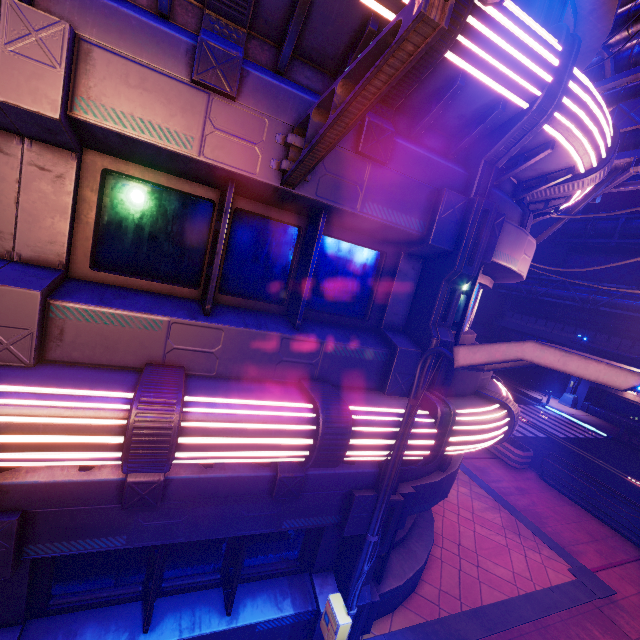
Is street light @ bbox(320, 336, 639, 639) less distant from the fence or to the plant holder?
the plant holder

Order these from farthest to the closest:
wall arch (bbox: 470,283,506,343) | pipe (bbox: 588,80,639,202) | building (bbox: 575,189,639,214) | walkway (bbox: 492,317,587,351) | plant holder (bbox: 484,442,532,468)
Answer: wall arch (bbox: 470,283,506,343) < building (bbox: 575,189,639,214) < walkway (bbox: 492,317,587,351) < plant holder (bbox: 484,442,532,468) < pipe (bbox: 588,80,639,202)

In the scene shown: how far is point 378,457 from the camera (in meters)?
4.12

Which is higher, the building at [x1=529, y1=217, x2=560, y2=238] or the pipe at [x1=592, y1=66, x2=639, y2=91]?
the building at [x1=529, y1=217, x2=560, y2=238]

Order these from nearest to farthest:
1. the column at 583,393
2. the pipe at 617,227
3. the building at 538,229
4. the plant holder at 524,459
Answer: the plant holder at 524,459
the column at 583,393
the pipe at 617,227
the building at 538,229

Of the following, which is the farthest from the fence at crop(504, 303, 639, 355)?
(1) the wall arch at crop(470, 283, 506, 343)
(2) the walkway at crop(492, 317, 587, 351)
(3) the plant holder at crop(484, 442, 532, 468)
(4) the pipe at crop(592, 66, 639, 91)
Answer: (4) the pipe at crop(592, 66, 639, 91)

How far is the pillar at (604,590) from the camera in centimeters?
819cm

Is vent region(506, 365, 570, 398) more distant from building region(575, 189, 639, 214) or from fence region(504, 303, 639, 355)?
building region(575, 189, 639, 214)
